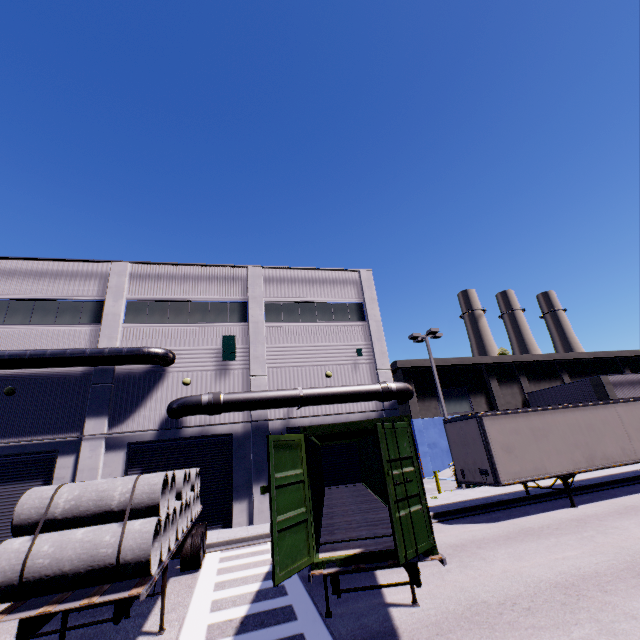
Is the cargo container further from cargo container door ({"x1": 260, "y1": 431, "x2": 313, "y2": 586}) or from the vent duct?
the vent duct

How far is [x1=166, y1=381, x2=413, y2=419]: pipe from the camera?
16.2 meters

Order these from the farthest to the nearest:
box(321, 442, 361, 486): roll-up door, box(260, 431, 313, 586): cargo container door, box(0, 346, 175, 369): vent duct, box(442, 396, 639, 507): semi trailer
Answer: box(321, 442, 361, 486): roll-up door → box(0, 346, 175, 369): vent duct → box(442, 396, 639, 507): semi trailer → box(260, 431, 313, 586): cargo container door

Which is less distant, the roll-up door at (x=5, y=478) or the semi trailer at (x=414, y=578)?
the semi trailer at (x=414, y=578)

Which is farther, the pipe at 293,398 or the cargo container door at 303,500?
the pipe at 293,398

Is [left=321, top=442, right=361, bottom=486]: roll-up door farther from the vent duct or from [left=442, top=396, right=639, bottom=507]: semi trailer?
the vent duct

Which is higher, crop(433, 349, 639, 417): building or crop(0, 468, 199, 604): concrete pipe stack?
crop(433, 349, 639, 417): building

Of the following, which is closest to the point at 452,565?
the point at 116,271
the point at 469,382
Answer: the point at 116,271
